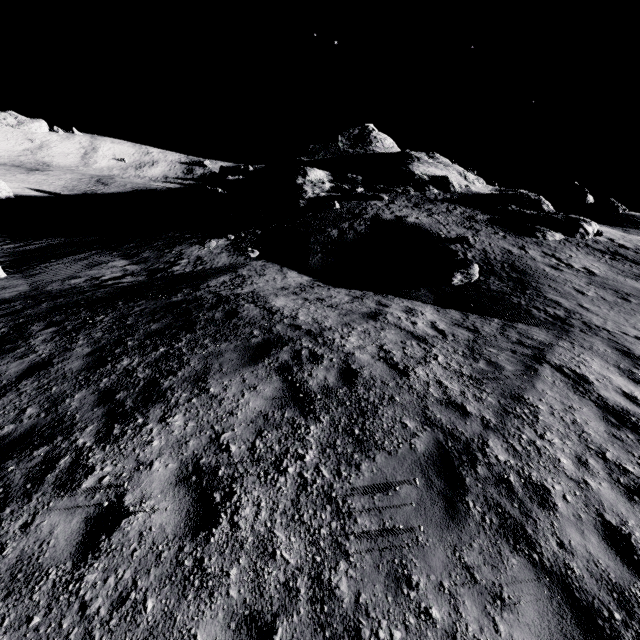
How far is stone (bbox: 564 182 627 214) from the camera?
42.6m

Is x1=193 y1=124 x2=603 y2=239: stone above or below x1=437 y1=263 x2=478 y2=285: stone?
above

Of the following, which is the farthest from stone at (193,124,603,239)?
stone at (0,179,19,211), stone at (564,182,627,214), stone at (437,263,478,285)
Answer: stone at (0,179,19,211)

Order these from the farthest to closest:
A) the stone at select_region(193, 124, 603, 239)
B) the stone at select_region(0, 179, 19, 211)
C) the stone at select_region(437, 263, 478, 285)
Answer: the stone at select_region(0, 179, 19, 211) < the stone at select_region(193, 124, 603, 239) < the stone at select_region(437, 263, 478, 285)

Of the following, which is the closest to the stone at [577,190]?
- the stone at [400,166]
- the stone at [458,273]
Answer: the stone at [400,166]

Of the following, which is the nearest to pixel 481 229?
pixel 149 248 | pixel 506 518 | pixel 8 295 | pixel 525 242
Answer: pixel 525 242

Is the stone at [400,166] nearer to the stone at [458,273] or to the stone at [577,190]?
the stone at [458,273]

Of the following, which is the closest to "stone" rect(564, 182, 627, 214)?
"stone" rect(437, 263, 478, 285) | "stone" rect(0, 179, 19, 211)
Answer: "stone" rect(437, 263, 478, 285)
